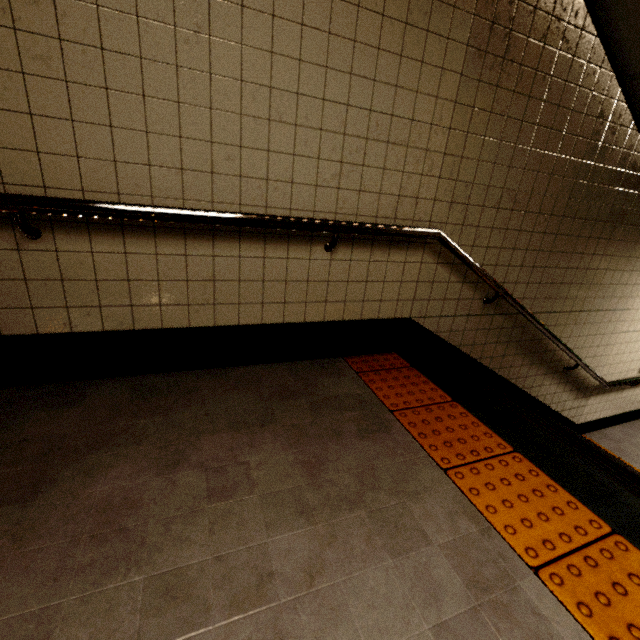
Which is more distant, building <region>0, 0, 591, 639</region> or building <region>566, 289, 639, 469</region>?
building <region>566, 289, 639, 469</region>

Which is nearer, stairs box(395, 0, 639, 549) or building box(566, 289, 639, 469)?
stairs box(395, 0, 639, 549)

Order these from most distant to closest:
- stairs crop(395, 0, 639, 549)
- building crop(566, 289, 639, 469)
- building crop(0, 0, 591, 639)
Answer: building crop(566, 289, 639, 469) < stairs crop(395, 0, 639, 549) < building crop(0, 0, 591, 639)

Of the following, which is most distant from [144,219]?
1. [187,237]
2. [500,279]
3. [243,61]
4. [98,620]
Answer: [500,279]

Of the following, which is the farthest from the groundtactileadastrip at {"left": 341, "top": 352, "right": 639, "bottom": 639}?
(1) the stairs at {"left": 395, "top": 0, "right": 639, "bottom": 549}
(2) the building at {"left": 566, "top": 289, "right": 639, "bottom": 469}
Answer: (2) the building at {"left": 566, "top": 289, "right": 639, "bottom": 469}

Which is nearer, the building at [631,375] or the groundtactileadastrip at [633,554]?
the groundtactileadastrip at [633,554]

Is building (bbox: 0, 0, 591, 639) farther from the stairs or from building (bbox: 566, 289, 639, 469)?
building (bbox: 566, 289, 639, 469)

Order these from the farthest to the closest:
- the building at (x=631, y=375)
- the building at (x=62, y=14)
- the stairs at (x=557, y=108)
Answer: the building at (x=631, y=375) < the stairs at (x=557, y=108) < the building at (x=62, y=14)
